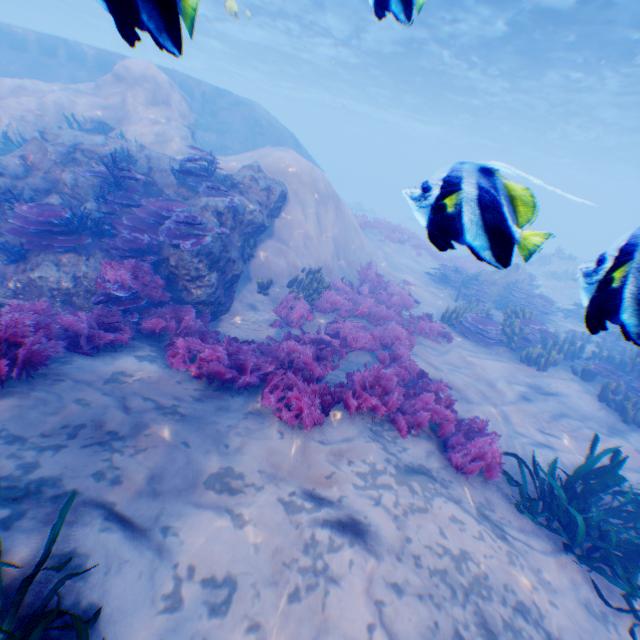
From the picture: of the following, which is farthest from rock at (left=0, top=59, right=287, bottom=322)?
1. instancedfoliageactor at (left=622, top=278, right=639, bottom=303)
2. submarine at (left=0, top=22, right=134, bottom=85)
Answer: instancedfoliageactor at (left=622, top=278, right=639, bottom=303)

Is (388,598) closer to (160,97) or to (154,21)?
(154,21)

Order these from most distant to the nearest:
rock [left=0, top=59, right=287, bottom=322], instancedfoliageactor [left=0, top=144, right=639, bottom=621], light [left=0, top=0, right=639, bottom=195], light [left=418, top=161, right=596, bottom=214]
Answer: light [left=0, top=0, right=639, bottom=195] < rock [left=0, top=59, right=287, bottom=322] < instancedfoliageactor [left=0, top=144, right=639, bottom=621] < light [left=418, top=161, right=596, bottom=214]

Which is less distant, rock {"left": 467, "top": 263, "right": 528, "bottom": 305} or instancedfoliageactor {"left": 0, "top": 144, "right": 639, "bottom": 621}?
instancedfoliageactor {"left": 0, "top": 144, "right": 639, "bottom": 621}

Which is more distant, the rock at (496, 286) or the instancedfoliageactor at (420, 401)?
the rock at (496, 286)

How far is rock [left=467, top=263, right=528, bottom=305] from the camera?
14.8m

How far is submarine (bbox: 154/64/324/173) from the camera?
18.8m

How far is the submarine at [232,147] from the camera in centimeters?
1878cm
